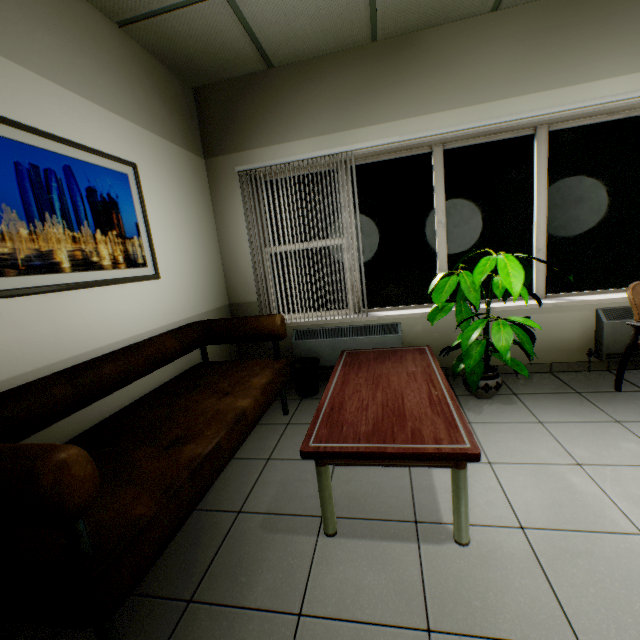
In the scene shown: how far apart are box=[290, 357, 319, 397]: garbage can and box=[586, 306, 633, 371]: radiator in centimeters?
271cm

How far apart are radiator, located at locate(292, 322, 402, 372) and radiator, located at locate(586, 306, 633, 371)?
1.8m

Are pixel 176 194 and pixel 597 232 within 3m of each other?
no

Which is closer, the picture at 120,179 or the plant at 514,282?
the picture at 120,179

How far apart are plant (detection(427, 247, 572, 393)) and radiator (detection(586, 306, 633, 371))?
1.32m

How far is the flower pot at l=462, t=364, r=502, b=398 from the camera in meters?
2.8

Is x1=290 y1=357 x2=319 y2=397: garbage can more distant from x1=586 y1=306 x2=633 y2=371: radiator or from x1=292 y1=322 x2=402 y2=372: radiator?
x1=586 y1=306 x2=633 y2=371: radiator

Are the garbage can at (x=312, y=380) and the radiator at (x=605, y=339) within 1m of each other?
no
